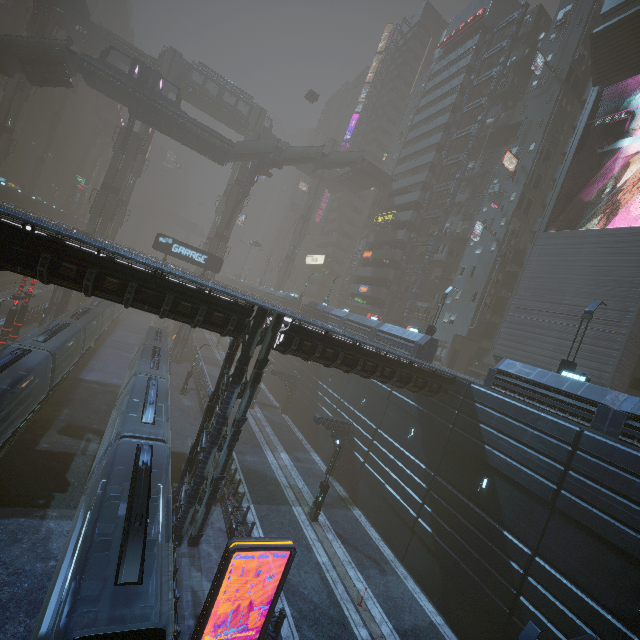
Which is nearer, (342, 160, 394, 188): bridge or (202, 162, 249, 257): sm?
(202, 162, 249, 257): sm

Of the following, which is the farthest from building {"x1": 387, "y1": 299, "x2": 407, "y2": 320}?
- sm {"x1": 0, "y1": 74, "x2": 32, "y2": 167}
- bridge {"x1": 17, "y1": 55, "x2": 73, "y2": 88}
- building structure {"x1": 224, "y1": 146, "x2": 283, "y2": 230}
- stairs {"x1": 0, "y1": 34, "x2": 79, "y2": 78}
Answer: bridge {"x1": 17, "y1": 55, "x2": 73, "y2": 88}

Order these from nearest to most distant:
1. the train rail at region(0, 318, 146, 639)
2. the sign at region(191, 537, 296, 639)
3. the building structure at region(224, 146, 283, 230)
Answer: the sign at region(191, 537, 296, 639) < the train rail at region(0, 318, 146, 639) < the building structure at region(224, 146, 283, 230)

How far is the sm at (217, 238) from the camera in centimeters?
5019cm

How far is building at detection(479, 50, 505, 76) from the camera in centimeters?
4544cm

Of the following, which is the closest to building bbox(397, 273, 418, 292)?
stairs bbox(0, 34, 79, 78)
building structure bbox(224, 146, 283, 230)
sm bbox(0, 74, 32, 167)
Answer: building structure bbox(224, 146, 283, 230)

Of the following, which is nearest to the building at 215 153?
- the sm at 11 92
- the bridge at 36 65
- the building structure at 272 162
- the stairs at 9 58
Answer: the building structure at 272 162

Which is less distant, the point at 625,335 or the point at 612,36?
the point at 625,335
